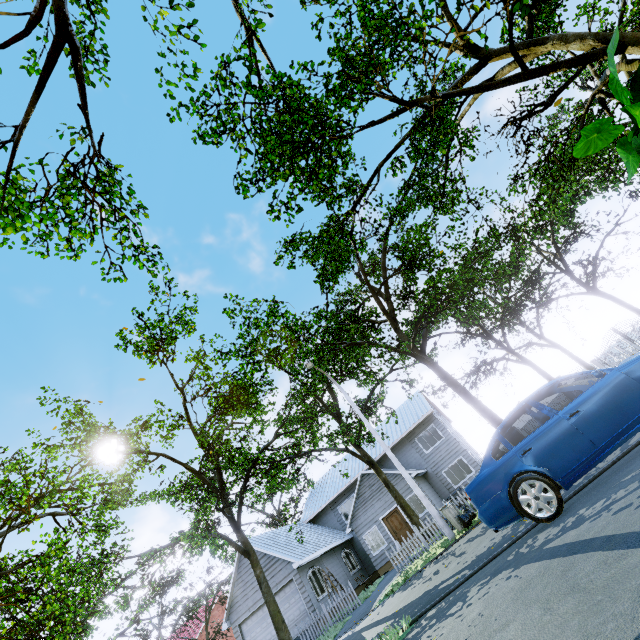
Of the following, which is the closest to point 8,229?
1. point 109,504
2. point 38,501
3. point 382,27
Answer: point 382,27

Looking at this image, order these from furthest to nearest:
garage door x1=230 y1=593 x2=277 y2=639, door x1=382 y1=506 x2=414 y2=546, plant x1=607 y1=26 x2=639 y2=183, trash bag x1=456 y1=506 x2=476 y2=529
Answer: door x1=382 y1=506 x2=414 y2=546 < garage door x1=230 y1=593 x2=277 y2=639 < trash bag x1=456 y1=506 x2=476 y2=529 < plant x1=607 y1=26 x2=639 y2=183

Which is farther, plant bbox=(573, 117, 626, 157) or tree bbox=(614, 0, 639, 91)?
tree bbox=(614, 0, 639, 91)

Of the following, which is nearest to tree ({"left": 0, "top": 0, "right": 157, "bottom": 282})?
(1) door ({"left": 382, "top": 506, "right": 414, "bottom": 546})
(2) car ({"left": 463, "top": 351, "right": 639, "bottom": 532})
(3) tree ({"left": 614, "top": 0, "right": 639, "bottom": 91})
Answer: (3) tree ({"left": 614, "top": 0, "right": 639, "bottom": 91})

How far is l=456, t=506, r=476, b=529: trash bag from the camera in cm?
1183

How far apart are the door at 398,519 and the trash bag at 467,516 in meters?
11.1

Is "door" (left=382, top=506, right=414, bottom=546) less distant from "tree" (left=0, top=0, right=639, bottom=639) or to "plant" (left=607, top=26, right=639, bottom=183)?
"tree" (left=0, top=0, right=639, bottom=639)

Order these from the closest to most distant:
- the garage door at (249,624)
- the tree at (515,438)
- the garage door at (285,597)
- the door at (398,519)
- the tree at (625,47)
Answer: the tree at (625,47), the tree at (515,438), the garage door at (285,597), the garage door at (249,624), the door at (398,519)
